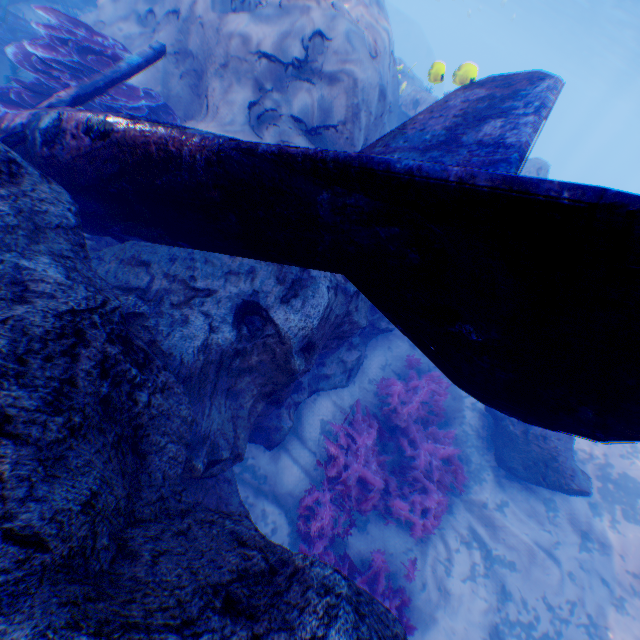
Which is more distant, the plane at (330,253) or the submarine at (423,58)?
the submarine at (423,58)

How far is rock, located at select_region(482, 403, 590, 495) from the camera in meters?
6.1

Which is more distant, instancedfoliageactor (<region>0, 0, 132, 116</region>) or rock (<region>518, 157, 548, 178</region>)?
rock (<region>518, 157, 548, 178</region>)

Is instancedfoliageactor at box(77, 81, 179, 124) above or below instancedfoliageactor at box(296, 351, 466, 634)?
above

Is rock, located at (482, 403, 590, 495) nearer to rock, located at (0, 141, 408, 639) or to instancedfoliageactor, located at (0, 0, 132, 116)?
rock, located at (0, 141, 408, 639)

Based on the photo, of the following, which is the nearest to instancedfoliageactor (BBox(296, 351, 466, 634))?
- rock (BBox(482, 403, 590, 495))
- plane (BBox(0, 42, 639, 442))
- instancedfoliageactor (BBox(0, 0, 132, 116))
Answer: rock (BBox(482, 403, 590, 495))

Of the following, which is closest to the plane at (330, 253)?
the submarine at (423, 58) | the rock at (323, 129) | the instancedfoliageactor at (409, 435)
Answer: the rock at (323, 129)

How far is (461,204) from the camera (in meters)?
1.30
